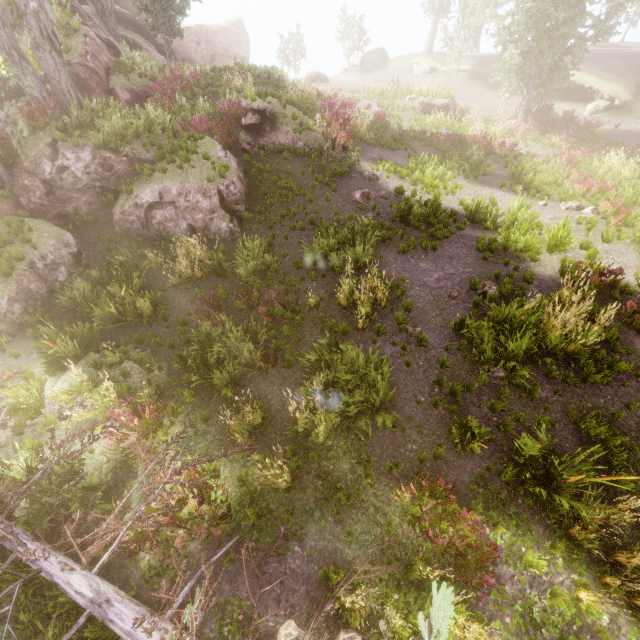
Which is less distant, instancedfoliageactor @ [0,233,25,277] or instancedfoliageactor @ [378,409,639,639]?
instancedfoliageactor @ [378,409,639,639]

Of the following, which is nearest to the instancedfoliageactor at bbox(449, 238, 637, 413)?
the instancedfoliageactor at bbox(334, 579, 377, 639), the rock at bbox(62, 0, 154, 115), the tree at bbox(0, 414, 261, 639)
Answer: the rock at bbox(62, 0, 154, 115)

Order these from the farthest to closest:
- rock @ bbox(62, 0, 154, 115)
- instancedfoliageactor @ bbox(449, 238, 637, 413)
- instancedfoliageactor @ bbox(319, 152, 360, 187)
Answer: rock @ bbox(62, 0, 154, 115)
instancedfoliageactor @ bbox(319, 152, 360, 187)
instancedfoliageactor @ bbox(449, 238, 637, 413)

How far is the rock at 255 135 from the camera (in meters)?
14.16

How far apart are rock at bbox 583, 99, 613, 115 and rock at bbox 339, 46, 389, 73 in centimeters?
2315cm

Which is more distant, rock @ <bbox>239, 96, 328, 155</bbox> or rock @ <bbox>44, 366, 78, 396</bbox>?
rock @ <bbox>239, 96, 328, 155</bbox>

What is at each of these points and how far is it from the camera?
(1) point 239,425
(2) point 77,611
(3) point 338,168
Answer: (1) instancedfoliageactor, 6.70m
(2) instancedfoliageactor, 4.92m
(3) instancedfoliageactor, 13.38m

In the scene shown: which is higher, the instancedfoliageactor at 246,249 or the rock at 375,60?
the rock at 375,60
